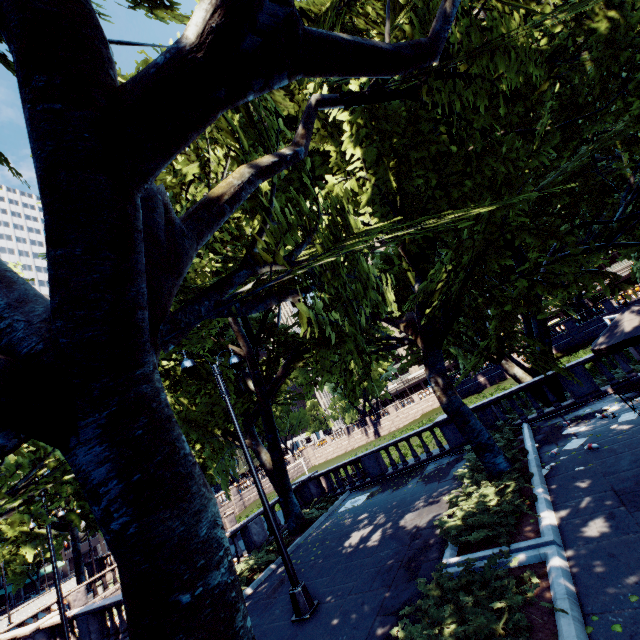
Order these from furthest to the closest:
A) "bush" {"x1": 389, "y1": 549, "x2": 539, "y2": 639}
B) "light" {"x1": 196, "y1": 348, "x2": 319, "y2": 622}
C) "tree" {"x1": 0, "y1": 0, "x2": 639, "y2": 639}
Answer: "light" {"x1": 196, "y1": 348, "x2": 319, "y2": 622} → "bush" {"x1": 389, "y1": 549, "x2": 539, "y2": 639} → "tree" {"x1": 0, "y1": 0, "x2": 639, "y2": 639}

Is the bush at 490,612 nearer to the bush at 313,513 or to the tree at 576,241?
the tree at 576,241

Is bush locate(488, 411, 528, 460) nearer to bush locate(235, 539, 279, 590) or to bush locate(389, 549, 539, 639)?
bush locate(389, 549, 539, 639)

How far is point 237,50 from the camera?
1.9m

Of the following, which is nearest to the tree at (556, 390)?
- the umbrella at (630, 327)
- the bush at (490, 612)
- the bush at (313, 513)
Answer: the bush at (490, 612)

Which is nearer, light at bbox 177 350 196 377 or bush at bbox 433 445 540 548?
bush at bbox 433 445 540 548

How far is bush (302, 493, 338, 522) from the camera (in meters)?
15.81

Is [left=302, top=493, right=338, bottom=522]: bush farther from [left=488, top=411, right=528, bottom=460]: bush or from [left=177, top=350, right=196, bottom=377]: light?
[left=177, top=350, right=196, bottom=377]: light
